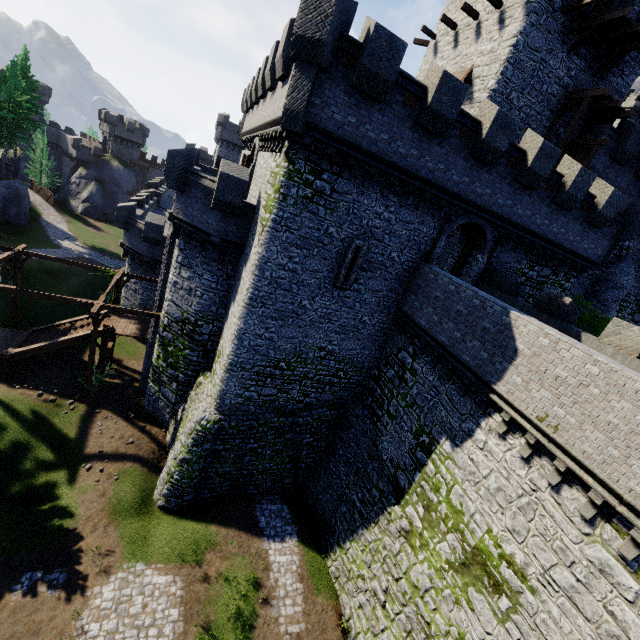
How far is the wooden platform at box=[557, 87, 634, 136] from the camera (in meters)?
17.94

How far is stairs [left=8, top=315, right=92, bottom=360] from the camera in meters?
20.4

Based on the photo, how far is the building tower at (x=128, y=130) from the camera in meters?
56.7

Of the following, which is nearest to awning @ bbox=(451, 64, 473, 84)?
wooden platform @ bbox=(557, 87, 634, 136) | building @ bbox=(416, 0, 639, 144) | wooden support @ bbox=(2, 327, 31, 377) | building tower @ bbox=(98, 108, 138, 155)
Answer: building @ bbox=(416, 0, 639, 144)

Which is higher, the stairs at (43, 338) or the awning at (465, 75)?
the awning at (465, 75)

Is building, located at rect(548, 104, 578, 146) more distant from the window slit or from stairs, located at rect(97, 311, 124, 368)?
stairs, located at rect(97, 311, 124, 368)

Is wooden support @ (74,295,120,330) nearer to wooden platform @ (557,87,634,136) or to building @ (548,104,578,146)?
building @ (548,104,578,146)

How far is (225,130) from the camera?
53.09m
